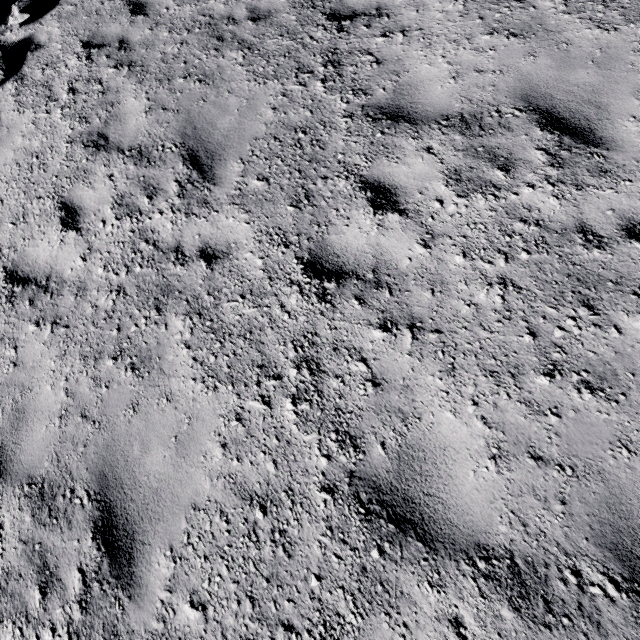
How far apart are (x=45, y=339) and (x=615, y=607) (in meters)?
5.59
